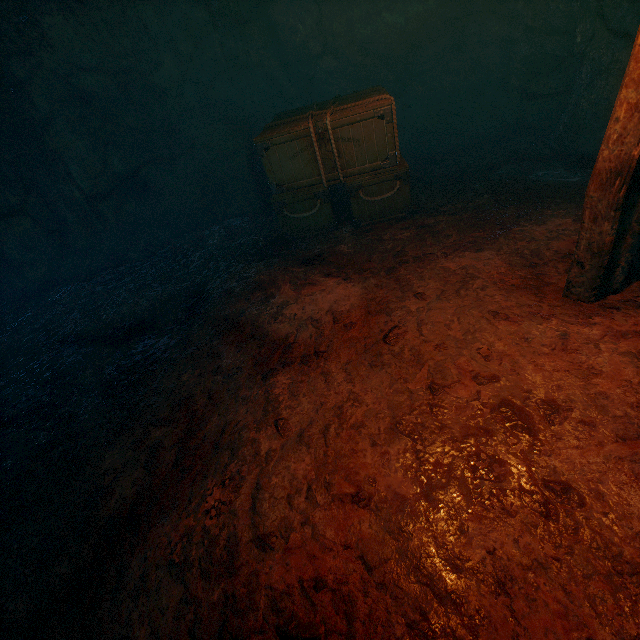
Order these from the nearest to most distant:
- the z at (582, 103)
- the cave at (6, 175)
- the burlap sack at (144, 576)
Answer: the burlap sack at (144, 576), the z at (582, 103), the cave at (6, 175)

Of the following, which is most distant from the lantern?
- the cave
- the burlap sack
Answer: the cave

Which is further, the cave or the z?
the cave

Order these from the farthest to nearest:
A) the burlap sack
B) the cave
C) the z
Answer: the cave, the z, the burlap sack

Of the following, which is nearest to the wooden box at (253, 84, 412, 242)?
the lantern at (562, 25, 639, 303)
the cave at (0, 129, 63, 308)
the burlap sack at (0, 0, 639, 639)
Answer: the burlap sack at (0, 0, 639, 639)

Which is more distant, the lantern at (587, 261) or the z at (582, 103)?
the z at (582, 103)

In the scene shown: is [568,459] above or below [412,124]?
below

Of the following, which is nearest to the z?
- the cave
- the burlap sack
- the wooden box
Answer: the burlap sack
